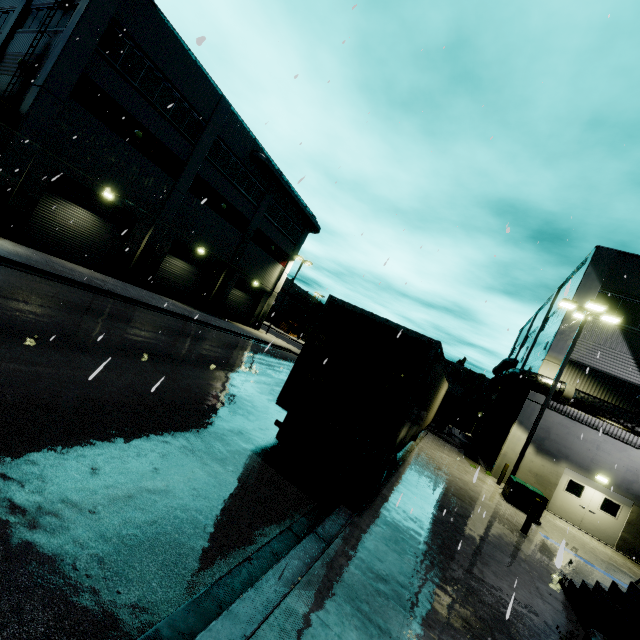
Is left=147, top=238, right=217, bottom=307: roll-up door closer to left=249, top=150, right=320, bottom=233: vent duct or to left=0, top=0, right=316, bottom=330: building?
left=0, top=0, right=316, bottom=330: building

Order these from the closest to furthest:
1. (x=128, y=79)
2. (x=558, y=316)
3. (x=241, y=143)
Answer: (x=128, y=79)
(x=558, y=316)
(x=241, y=143)

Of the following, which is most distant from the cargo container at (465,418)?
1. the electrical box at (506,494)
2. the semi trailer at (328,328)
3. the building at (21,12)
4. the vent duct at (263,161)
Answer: the electrical box at (506,494)

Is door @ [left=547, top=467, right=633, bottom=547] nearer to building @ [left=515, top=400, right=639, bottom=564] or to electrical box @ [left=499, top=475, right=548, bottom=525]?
building @ [left=515, top=400, right=639, bottom=564]

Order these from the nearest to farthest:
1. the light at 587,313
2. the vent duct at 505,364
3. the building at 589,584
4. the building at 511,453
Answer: the building at 589,584, the light at 587,313, the building at 511,453, the vent duct at 505,364

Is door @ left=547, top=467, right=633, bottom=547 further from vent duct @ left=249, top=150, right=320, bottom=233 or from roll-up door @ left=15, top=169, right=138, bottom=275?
vent duct @ left=249, top=150, right=320, bottom=233

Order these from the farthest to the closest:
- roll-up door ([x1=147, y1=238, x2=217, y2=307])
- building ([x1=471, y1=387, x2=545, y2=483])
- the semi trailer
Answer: roll-up door ([x1=147, y1=238, x2=217, y2=307]) < building ([x1=471, y1=387, x2=545, y2=483]) < the semi trailer

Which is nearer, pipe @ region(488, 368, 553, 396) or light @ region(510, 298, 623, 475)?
light @ region(510, 298, 623, 475)
